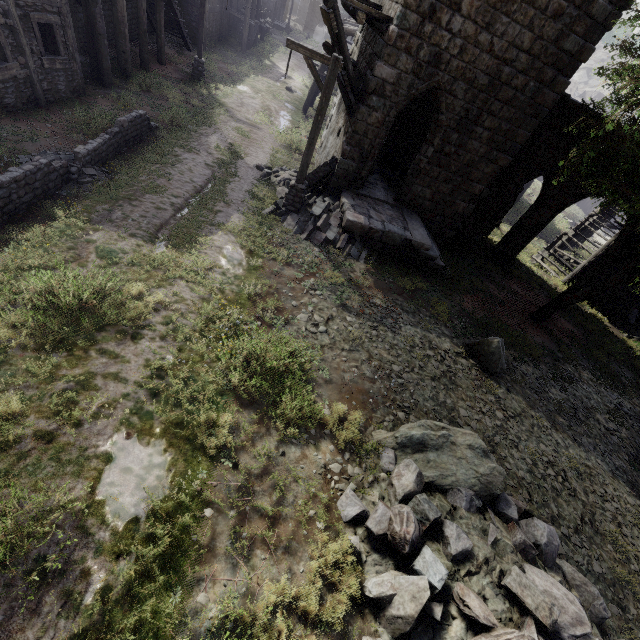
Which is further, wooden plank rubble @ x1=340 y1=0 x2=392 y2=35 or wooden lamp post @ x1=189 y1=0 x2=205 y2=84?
wooden lamp post @ x1=189 y1=0 x2=205 y2=84

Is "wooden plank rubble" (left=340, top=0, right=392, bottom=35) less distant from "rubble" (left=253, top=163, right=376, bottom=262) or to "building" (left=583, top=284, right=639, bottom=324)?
"building" (left=583, top=284, right=639, bottom=324)

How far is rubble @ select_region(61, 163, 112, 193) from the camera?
8.2 meters

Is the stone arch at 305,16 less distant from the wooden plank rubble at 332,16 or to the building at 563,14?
the building at 563,14

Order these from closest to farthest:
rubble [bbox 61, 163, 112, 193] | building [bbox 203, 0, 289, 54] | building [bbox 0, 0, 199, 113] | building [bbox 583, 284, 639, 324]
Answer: rubble [bbox 61, 163, 112, 193] < building [bbox 0, 0, 199, 113] < building [bbox 583, 284, 639, 324] < building [bbox 203, 0, 289, 54]

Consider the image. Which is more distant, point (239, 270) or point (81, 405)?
point (239, 270)

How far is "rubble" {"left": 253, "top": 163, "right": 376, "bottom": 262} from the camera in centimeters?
1101cm

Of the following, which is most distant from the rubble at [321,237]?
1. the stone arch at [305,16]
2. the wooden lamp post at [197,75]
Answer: the stone arch at [305,16]
